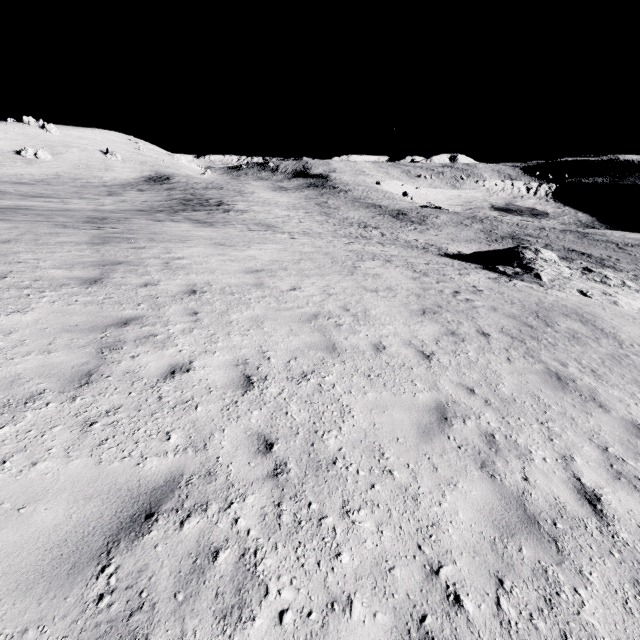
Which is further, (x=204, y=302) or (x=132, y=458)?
(x=204, y=302)
